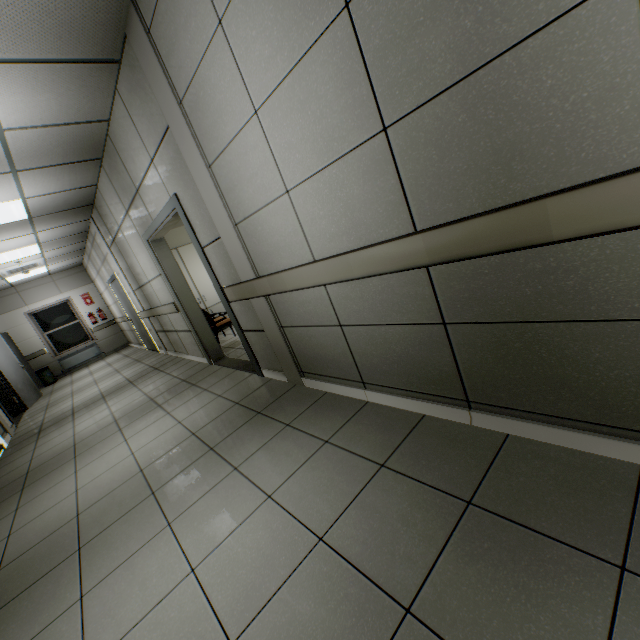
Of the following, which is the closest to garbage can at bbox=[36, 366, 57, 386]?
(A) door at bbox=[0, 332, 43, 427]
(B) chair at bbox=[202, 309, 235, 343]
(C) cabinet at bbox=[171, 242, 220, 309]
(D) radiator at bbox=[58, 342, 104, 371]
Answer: (D) radiator at bbox=[58, 342, 104, 371]

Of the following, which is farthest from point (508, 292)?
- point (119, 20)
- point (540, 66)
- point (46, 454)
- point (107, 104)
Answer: point (46, 454)

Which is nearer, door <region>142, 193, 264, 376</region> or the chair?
door <region>142, 193, 264, 376</region>

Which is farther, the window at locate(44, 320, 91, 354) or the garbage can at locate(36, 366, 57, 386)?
the window at locate(44, 320, 91, 354)

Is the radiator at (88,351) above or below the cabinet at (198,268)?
below

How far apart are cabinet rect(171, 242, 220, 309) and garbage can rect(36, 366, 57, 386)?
6.9m

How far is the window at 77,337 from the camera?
11.03m

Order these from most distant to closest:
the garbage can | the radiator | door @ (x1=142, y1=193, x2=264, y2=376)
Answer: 1. the radiator
2. the garbage can
3. door @ (x1=142, y1=193, x2=264, y2=376)
